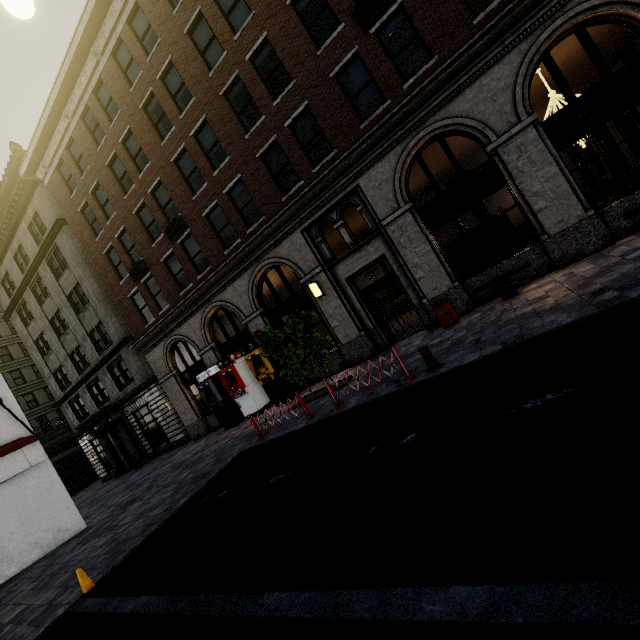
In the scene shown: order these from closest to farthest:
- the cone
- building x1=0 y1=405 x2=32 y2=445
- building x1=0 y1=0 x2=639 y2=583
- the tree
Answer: the cone → building x1=0 y1=0 x2=639 y2=583 → the tree → building x1=0 y1=405 x2=32 y2=445

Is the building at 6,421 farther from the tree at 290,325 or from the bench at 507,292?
the bench at 507,292

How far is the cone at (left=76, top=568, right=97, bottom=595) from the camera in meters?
6.3 m

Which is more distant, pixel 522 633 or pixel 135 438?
pixel 135 438

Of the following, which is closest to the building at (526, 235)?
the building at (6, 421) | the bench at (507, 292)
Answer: the bench at (507, 292)

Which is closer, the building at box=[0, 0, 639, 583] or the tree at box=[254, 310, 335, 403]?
the building at box=[0, 0, 639, 583]

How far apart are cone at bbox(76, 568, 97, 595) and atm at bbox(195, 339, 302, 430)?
8.79m

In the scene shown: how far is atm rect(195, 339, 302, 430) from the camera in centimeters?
1427cm
